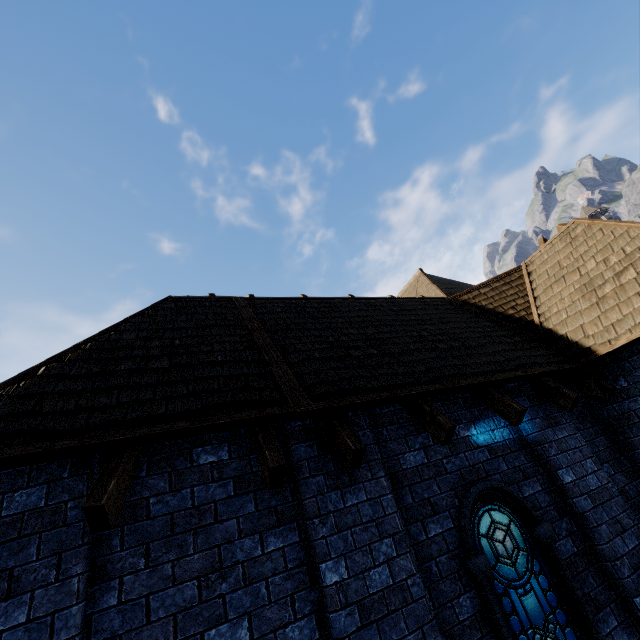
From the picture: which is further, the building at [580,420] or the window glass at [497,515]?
the window glass at [497,515]

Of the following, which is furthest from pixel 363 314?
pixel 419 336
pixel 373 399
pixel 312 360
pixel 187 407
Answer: pixel 187 407

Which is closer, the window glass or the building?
the building
